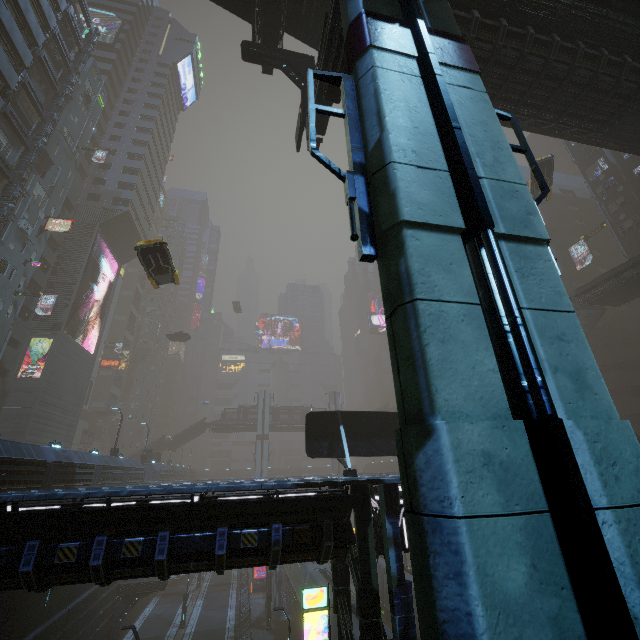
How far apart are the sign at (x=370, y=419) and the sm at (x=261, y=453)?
47.29m

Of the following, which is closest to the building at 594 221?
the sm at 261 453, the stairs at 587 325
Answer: the sm at 261 453

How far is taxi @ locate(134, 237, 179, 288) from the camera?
17.24m

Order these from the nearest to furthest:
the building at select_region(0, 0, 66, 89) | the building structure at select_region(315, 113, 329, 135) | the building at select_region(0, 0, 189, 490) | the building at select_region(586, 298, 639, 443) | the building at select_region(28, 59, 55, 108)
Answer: the building structure at select_region(315, 113, 329, 135) < the building at select_region(0, 0, 66, 89) < the building at select_region(0, 0, 189, 490) < the building at select_region(28, 59, 55, 108) < the building at select_region(586, 298, 639, 443)

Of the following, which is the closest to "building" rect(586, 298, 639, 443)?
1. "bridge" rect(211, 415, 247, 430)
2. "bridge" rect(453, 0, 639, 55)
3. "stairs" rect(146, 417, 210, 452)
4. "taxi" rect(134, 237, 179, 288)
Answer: "bridge" rect(453, 0, 639, 55)

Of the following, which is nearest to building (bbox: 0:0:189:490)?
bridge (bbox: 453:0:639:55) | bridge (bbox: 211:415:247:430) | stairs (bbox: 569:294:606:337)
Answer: bridge (bbox: 453:0:639:55)

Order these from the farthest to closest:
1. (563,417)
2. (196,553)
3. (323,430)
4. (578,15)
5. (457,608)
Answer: (323,430) < (578,15) < (196,553) < (563,417) < (457,608)

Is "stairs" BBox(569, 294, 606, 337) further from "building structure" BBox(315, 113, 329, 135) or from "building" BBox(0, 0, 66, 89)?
"building structure" BBox(315, 113, 329, 135)
